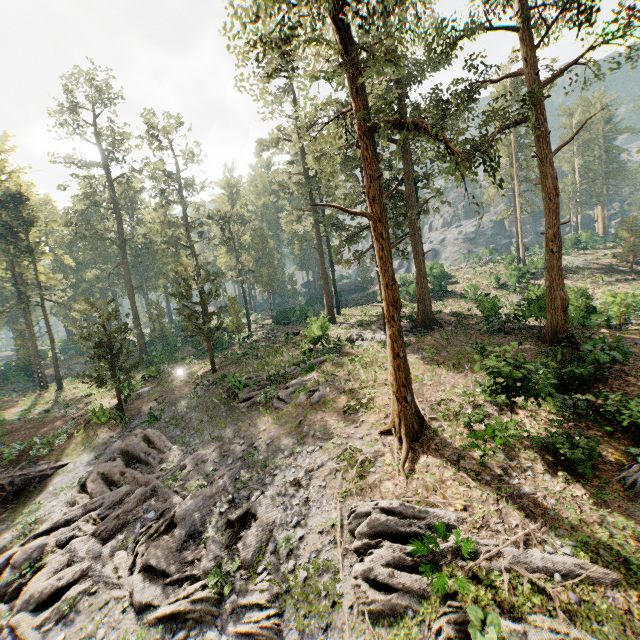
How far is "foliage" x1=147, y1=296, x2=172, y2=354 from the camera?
45.56m

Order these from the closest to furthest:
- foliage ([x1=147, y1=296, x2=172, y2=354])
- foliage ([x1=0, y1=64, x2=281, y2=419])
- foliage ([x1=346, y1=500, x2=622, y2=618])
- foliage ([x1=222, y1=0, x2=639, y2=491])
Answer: foliage ([x1=346, y1=500, x2=622, y2=618]), foliage ([x1=222, y1=0, x2=639, y2=491]), foliage ([x1=0, y1=64, x2=281, y2=419]), foliage ([x1=147, y1=296, x2=172, y2=354])

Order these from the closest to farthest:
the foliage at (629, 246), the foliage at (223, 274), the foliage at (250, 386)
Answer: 1. the foliage at (250, 386)
2. the foliage at (223, 274)
3. the foliage at (629, 246)

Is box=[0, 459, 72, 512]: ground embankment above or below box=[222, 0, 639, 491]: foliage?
below

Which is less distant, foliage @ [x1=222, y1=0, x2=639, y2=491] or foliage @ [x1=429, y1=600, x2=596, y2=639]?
foliage @ [x1=429, y1=600, x2=596, y2=639]

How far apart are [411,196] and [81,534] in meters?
30.6

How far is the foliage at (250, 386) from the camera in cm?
2005
